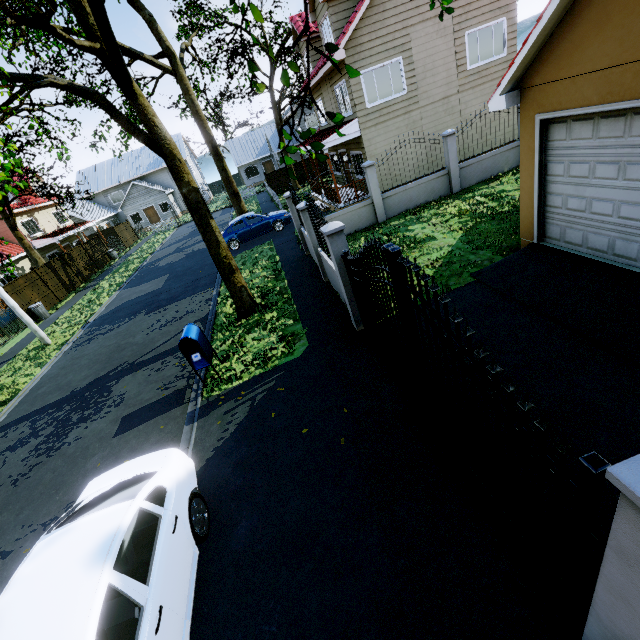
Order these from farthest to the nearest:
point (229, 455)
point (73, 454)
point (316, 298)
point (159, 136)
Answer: point (316, 298) < point (159, 136) < point (73, 454) < point (229, 455)

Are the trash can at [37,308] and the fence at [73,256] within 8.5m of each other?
yes

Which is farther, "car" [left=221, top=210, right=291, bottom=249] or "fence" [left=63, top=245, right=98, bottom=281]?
"fence" [left=63, top=245, right=98, bottom=281]

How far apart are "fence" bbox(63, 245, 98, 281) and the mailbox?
22.53m

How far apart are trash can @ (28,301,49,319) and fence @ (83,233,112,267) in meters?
9.2 m

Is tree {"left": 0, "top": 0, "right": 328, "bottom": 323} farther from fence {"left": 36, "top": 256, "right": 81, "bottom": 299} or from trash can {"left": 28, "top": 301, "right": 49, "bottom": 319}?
trash can {"left": 28, "top": 301, "right": 49, "bottom": 319}

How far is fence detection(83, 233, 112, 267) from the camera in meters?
27.0

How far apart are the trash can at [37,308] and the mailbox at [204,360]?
17.0 meters
